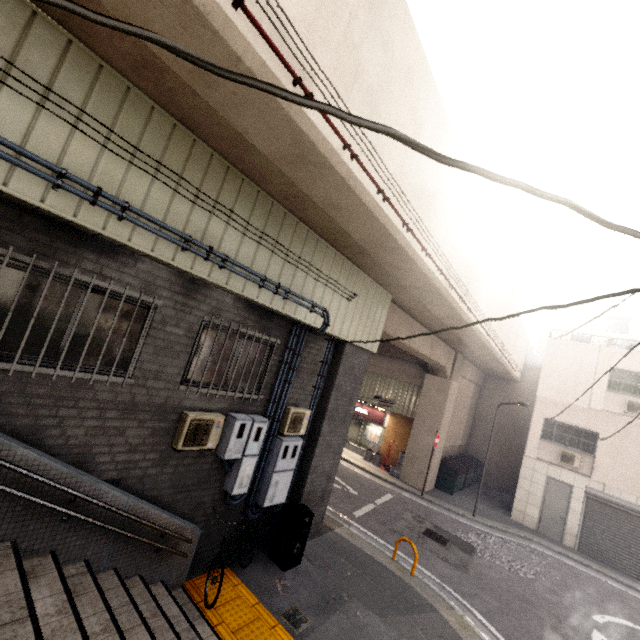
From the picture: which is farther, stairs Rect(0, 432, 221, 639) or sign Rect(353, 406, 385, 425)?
sign Rect(353, 406, 385, 425)

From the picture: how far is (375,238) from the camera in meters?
6.0

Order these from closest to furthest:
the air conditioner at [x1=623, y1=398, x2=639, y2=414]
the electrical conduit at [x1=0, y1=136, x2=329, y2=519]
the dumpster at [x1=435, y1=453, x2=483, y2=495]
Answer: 1. the electrical conduit at [x1=0, y1=136, x2=329, y2=519]
2. the air conditioner at [x1=623, y1=398, x2=639, y2=414]
3. the dumpster at [x1=435, y1=453, x2=483, y2=495]

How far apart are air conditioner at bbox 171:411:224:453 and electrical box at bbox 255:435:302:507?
1.6m

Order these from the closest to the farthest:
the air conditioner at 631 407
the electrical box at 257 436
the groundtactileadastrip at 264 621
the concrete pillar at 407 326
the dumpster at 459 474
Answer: the groundtactileadastrip at 264 621, the electrical box at 257 436, the concrete pillar at 407 326, the air conditioner at 631 407, the dumpster at 459 474

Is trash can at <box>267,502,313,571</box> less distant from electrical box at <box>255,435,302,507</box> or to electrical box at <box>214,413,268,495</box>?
electrical box at <box>255,435,302,507</box>

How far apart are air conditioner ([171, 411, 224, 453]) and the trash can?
2.70m

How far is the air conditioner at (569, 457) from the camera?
14.26m
